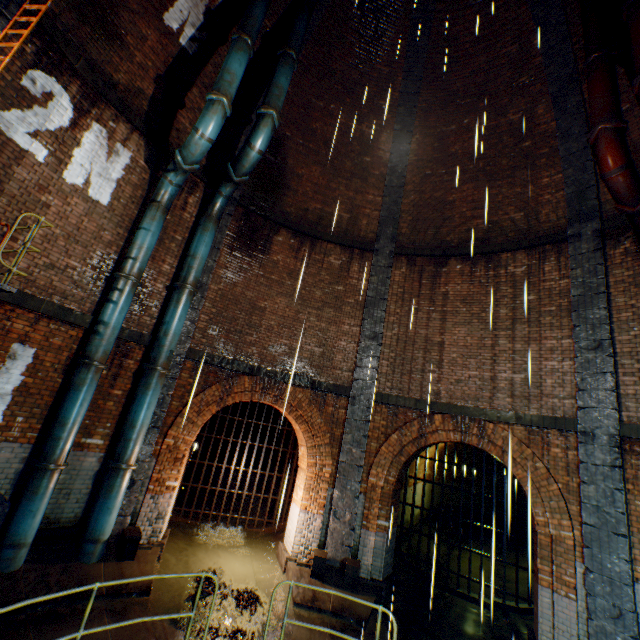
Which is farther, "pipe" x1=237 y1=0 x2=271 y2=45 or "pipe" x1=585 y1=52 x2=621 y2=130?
"pipe" x1=237 y1=0 x2=271 y2=45

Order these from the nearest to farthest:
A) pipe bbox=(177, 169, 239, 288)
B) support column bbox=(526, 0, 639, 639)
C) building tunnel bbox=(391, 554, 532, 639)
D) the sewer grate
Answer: support column bbox=(526, 0, 639, 639) → building tunnel bbox=(391, 554, 532, 639) → pipe bbox=(177, 169, 239, 288) → the sewer grate

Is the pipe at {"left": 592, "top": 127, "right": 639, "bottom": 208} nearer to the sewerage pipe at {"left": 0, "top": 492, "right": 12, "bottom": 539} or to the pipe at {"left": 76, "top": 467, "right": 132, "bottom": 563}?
the pipe at {"left": 76, "top": 467, "right": 132, "bottom": 563}

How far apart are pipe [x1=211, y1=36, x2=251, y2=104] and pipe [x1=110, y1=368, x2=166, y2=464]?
6.3m

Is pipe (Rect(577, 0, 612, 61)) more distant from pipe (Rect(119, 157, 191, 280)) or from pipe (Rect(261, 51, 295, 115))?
pipe (Rect(119, 157, 191, 280))

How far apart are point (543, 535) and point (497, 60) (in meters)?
13.02

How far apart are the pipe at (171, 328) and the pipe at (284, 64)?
4.8 meters

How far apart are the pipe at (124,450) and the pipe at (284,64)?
6.9 meters
